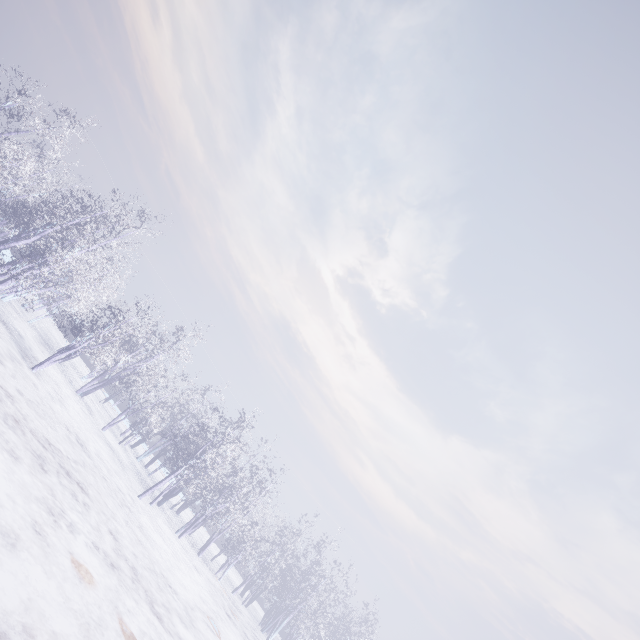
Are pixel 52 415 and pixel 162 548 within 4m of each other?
no
